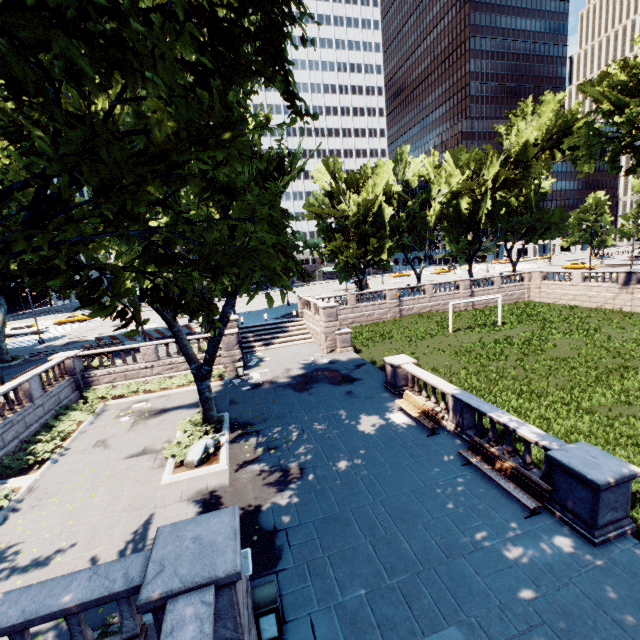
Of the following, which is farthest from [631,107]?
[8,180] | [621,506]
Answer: [8,180]

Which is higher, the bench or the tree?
the tree

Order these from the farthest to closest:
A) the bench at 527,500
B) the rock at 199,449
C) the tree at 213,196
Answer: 1. the rock at 199,449
2. the bench at 527,500
3. the tree at 213,196

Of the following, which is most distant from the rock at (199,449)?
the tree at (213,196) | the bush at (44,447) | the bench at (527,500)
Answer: the bench at (527,500)

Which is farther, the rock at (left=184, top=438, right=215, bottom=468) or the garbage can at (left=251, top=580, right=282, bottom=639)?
the rock at (left=184, top=438, right=215, bottom=468)

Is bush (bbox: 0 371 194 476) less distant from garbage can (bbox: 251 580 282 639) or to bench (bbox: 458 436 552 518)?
garbage can (bbox: 251 580 282 639)

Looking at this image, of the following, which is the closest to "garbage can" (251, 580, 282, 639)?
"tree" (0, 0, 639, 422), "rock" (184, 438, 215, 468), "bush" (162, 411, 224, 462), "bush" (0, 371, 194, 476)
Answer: "tree" (0, 0, 639, 422)

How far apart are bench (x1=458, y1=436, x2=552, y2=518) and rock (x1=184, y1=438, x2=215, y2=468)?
9.7 meters
